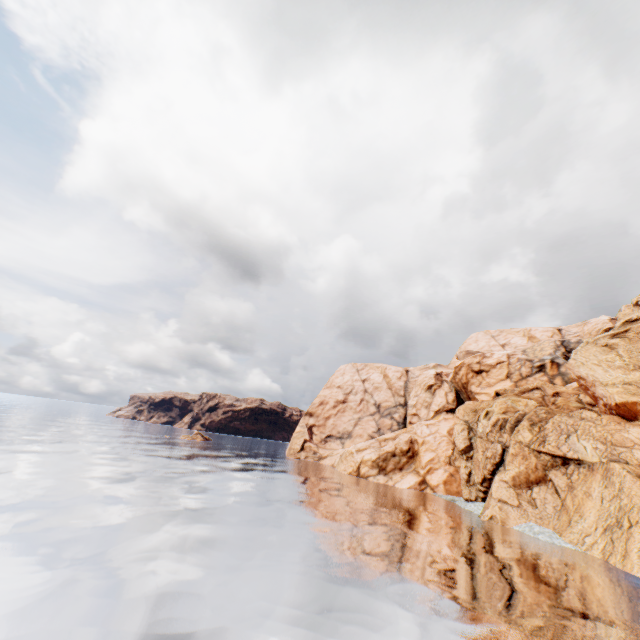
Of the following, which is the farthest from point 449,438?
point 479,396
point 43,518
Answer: point 43,518
